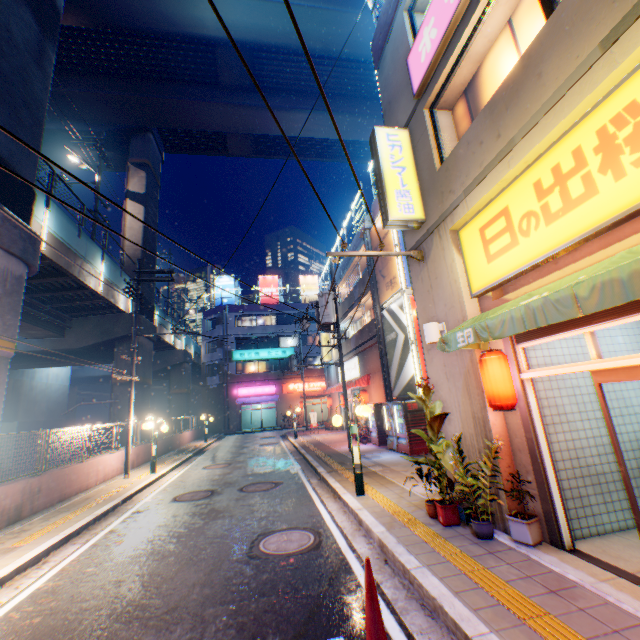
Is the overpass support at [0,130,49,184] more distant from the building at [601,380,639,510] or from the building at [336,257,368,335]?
the building at [336,257,368,335]

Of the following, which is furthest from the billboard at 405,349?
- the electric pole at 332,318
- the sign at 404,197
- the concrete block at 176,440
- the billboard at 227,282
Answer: the billboard at 227,282

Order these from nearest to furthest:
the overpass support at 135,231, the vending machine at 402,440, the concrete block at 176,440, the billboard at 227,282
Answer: the vending machine at 402,440, the concrete block at 176,440, the overpass support at 135,231, the billboard at 227,282

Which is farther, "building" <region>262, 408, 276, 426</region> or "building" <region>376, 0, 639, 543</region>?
"building" <region>262, 408, 276, 426</region>

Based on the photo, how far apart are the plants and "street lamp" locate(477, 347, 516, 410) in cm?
64

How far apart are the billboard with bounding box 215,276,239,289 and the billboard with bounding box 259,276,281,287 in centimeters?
327cm

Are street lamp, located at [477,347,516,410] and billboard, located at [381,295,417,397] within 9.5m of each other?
yes

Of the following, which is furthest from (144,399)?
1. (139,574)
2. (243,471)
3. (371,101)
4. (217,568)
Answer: (371,101)
